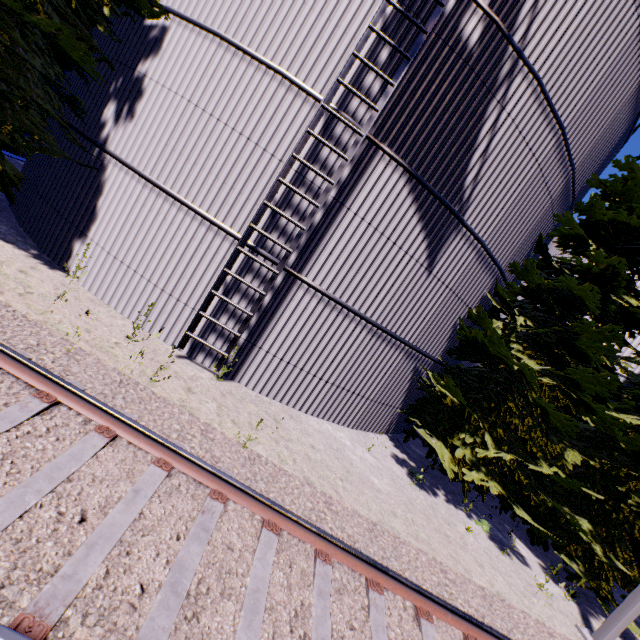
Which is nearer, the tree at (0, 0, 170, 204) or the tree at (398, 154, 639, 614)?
the tree at (0, 0, 170, 204)

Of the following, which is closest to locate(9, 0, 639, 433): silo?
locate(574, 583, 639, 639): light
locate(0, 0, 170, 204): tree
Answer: locate(0, 0, 170, 204): tree

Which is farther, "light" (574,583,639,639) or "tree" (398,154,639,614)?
"tree" (398,154,639,614)

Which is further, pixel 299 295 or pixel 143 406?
pixel 299 295

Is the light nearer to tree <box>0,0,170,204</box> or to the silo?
tree <box>0,0,170,204</box>

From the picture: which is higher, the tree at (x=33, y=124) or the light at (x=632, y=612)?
the tree at (x=33, y=124)

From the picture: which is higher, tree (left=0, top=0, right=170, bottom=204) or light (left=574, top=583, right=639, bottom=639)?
tree (left=0, top=0, right=170, bottom=204)

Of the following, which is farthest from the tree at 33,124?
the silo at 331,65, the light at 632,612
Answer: the light at 632,612
